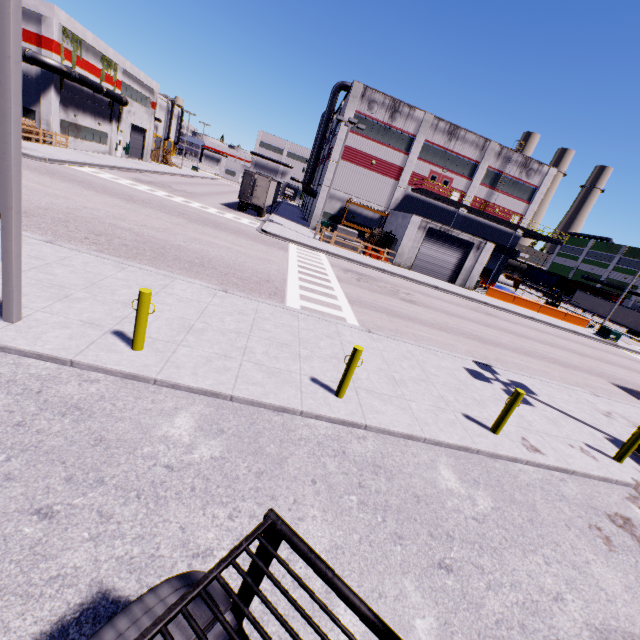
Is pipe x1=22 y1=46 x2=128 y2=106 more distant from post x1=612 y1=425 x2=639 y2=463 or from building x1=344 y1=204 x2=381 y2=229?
post x1=612 y1=425 x2=639 y2=463

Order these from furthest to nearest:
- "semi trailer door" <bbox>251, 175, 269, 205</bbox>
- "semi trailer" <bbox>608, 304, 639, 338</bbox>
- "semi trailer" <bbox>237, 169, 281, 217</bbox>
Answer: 1. "semi trailer" <bbox>608, 304, 639, 338</bbox>
2. "semi trailer" <bbox>237, 169, 281, 217</bbox>
3. "semi trailer door" <bbox>251, 175, 269, 205</bbox>

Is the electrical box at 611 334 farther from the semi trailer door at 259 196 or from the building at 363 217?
the semi trailer door at 259 196

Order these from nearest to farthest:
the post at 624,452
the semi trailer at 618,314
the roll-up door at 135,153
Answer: the post at 624,452 < the roll-up door at 135,153 < the semi trailer at 618,314

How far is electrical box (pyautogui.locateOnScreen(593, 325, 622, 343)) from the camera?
31.3 meters

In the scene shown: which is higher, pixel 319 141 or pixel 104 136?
pixel 319 141

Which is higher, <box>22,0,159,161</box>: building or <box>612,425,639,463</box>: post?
<box>22,0,159,161</box>: building

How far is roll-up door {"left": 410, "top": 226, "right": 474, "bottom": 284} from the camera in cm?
3073
